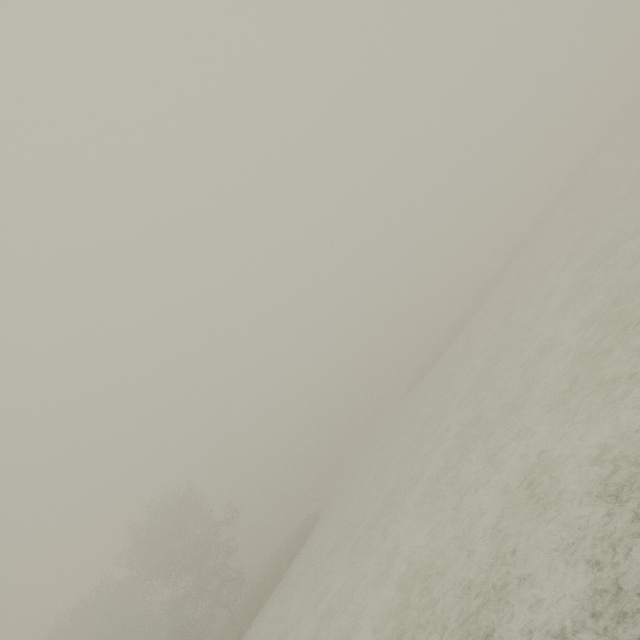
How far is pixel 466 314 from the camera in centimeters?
3872cm
